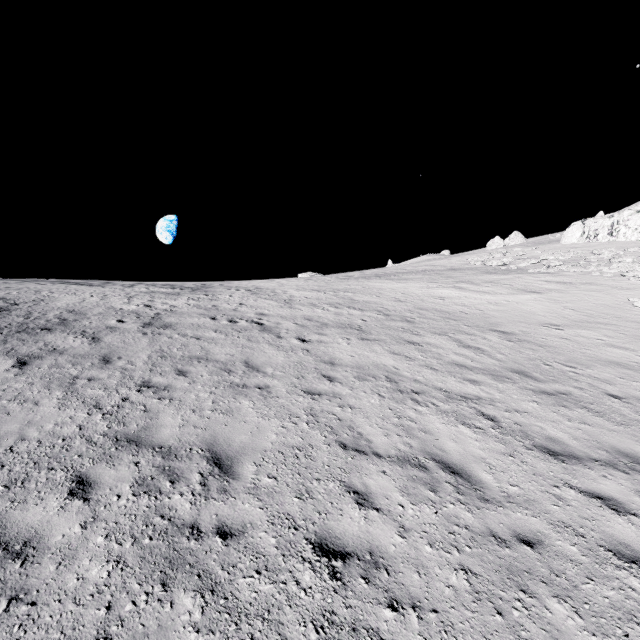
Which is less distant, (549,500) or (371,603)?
(371,603)

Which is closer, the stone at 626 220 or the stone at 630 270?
the stone at 630 270

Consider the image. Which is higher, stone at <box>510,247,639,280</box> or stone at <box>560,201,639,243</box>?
stone at <box>560,201,639,243</box>

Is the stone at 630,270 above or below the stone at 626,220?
below

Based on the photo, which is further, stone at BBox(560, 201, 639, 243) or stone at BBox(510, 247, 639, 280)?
stone at BBox(560, 201, 639, 243)
